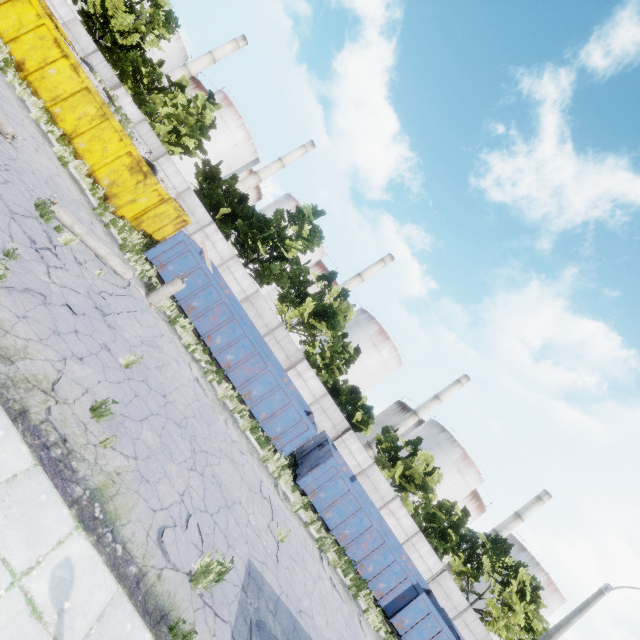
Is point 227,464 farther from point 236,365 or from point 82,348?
point 236,365

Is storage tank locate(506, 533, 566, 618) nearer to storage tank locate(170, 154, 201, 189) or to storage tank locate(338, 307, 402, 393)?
storage tank locate(338, 307, 402, 393)

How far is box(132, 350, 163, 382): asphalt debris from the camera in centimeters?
827cm

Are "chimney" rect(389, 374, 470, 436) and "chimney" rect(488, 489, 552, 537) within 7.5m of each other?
no

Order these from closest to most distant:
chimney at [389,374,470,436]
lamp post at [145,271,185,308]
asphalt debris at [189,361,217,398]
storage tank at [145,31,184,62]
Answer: asphalt debris at [189,361,217,398], lamp post at [145,271,185,308], chimney at [389,374,470,436], storage tank at [145,31,184,62]

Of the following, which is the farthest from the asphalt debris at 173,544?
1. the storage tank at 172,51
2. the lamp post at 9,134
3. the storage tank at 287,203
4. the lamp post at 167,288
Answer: the storage tank at 172,51

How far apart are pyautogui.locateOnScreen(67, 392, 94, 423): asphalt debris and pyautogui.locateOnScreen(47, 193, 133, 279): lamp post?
5.4m

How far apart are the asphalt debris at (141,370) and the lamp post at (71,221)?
A: 3.1m
